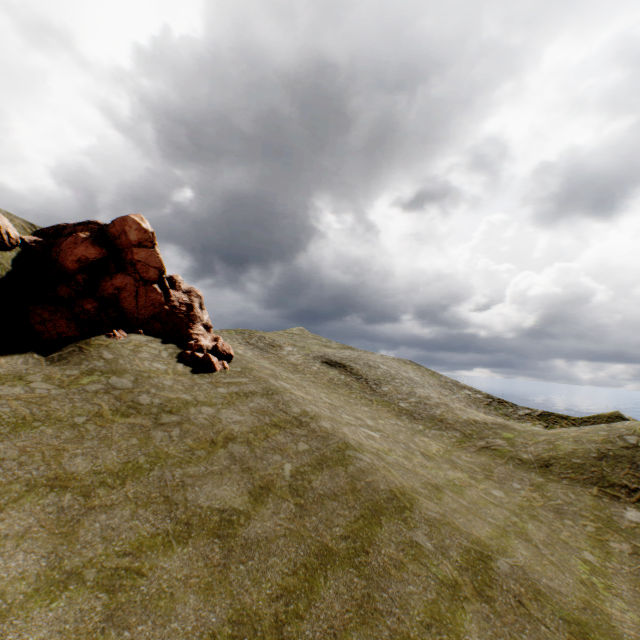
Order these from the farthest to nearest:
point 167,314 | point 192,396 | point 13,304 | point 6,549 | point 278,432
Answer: point 167,314, point 13,304, point 192,396, point 278,432, point 6,549
